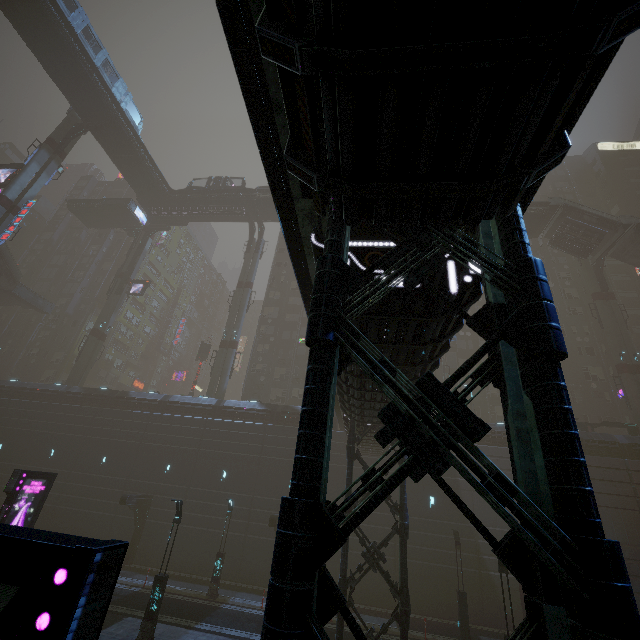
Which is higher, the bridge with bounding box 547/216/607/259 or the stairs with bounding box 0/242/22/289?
the bridge with bounding box 547/216/607/259

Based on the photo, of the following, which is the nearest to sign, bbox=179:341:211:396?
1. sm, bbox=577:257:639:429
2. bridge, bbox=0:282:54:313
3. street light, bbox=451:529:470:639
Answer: bridge, bbox=0:282:54:313

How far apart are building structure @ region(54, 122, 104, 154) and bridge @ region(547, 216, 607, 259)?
53.6m

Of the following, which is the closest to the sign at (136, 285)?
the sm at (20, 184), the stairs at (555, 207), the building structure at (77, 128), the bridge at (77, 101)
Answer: the sm at (20, 184)

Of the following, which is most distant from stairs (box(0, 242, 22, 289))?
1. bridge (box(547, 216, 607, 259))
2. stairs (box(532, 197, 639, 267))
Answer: bridge (box(547, 216, 607, 259))

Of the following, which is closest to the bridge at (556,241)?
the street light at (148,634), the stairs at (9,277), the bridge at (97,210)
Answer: the street light at (148,634)

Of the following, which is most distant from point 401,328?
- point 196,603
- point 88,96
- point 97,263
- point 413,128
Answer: point 97,263

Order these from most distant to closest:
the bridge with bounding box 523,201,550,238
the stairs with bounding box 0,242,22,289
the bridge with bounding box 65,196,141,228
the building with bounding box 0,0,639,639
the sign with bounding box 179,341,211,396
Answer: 1. the bridge with bounding box 65,196,141,228
2. the sign with bounding box 179,341,211,396
3. the stairs with bounding box 0,242,22,289
4. the bridge with bounding box 523,201,550,238
5. the building with bounding box 0,0,639,639
